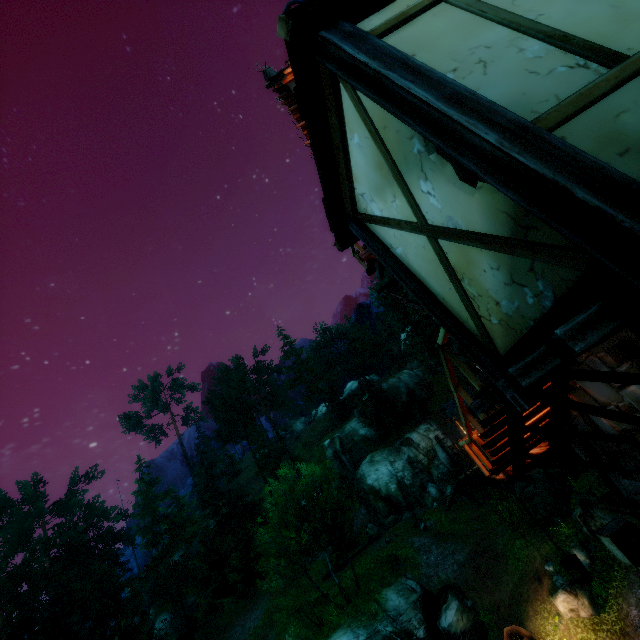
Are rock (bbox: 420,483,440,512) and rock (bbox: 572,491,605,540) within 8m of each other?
no

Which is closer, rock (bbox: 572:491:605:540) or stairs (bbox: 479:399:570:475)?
stairs (bbox: 479:399:570:475)

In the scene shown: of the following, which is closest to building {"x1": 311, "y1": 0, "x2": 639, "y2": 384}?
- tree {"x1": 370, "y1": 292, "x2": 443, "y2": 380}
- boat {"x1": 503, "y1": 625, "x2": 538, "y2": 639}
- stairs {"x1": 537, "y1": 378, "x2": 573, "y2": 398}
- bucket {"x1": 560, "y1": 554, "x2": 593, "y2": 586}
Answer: stairs {"x1": 537, "y1": 378, "x2": 573, "y2": 398}

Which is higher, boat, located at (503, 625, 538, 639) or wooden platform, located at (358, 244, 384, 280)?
wooden platform, located at (358, 244, 384, 280)

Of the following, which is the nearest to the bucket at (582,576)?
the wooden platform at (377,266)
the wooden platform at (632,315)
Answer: the wooden platform at (632,315)

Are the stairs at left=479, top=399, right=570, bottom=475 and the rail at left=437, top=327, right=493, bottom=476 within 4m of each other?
yes

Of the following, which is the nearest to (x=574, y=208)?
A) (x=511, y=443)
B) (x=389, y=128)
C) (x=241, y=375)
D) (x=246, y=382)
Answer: (x=389, y=128)

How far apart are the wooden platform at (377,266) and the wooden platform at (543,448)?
5.8 meters
